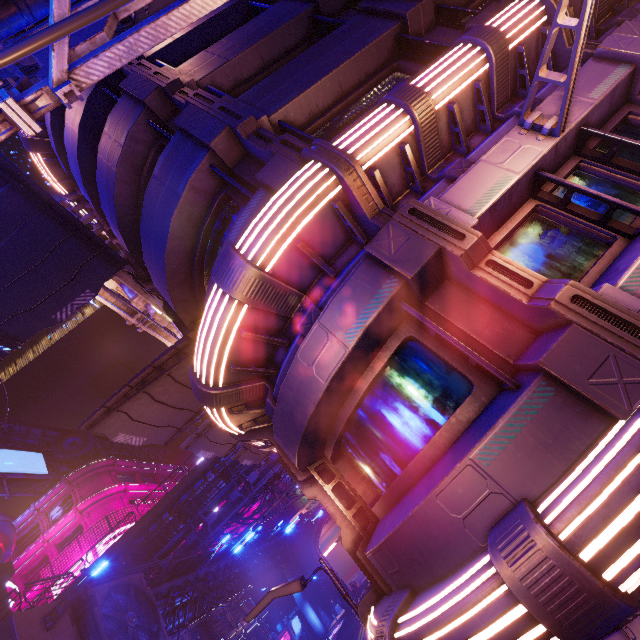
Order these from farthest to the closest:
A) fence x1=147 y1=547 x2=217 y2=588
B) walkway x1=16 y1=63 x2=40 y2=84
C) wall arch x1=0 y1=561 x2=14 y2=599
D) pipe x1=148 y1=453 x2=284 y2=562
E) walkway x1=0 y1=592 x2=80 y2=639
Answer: pipe x1=148 y1=453 x2=284 y2=562 → fence x1=147 y1=547 x2=217 y2=588 → wall arch x1=0 y1=561 x2=14 y2=599 → walkway x1=0 y1=592 x2=80 y2=639 → walkway x1=16 y1=63 x2=40 y2=84

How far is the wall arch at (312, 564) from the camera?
55.0 meters

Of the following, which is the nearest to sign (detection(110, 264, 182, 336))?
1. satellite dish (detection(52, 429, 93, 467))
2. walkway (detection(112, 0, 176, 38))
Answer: walkway (detection(112, 0, 176, 38))

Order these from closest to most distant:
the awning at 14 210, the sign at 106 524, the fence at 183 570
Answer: the awning at 14 210 → the fence at 183 570 → the sign at 106 524

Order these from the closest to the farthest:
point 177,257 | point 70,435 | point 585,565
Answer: point 585,565, point 177,257, point 70,435

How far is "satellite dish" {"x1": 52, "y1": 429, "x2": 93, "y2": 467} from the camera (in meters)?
45.75

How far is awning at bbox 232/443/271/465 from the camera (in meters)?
17.95

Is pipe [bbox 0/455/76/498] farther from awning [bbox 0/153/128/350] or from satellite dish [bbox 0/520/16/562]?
awning [bbox 0/153/128/350]
